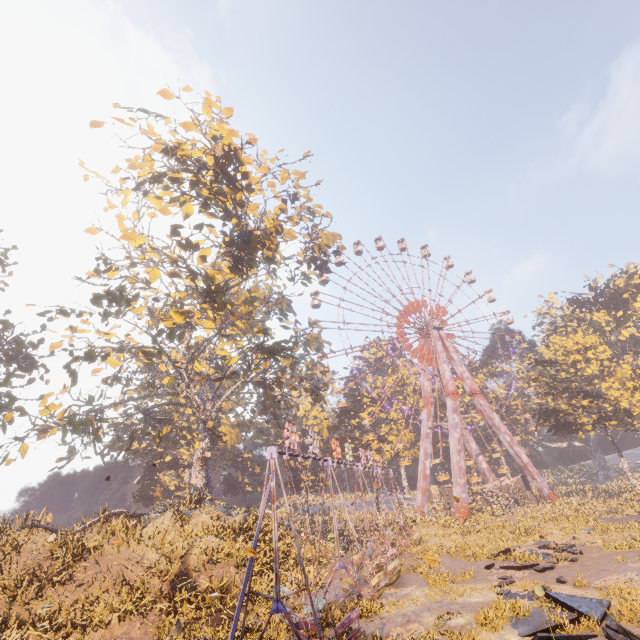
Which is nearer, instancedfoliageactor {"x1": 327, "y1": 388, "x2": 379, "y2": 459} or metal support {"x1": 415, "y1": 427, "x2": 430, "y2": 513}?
metal support {"x1": 415, "y1": 427, "x2": 430, "y2": 513}

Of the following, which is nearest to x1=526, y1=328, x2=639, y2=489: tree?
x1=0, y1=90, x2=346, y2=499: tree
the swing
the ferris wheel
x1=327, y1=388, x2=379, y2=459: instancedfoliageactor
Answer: the ferris wheel

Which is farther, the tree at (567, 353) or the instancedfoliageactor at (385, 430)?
the instancedfoliageactor at (385, 430)

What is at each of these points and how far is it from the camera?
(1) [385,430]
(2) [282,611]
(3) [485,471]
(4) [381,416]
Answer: (1) instancedfoliageactor, 50.1m
(2) swing, 9.5m
(3) metal support, 49.2m
(4) instancedfoliageactor, 54.4m

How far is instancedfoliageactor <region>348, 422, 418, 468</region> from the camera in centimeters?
4981cm

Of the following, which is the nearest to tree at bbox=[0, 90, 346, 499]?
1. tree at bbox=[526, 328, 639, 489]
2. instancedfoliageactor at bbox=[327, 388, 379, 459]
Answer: instancedfoliageactor at bbox=[327, 388, 379, 459]

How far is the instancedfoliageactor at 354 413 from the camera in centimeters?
5373cm

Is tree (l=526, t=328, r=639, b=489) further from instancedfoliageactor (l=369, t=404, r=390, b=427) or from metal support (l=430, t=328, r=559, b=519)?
instancedfoliageactor (l=369, t=404, r=390, b=427)
